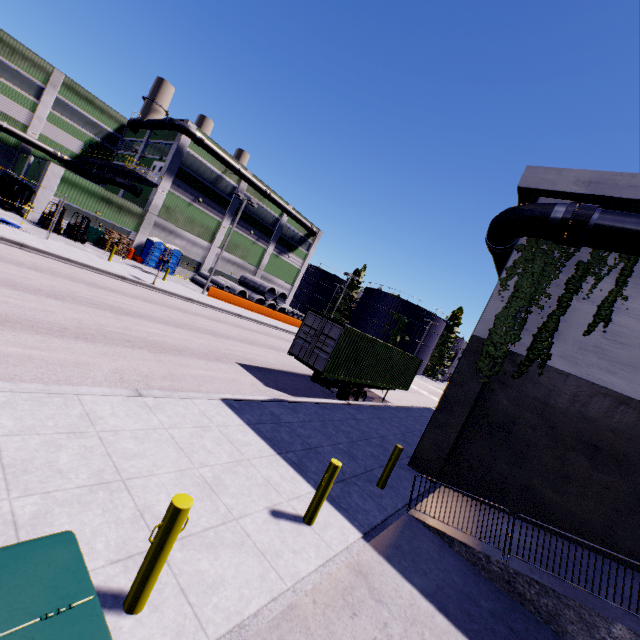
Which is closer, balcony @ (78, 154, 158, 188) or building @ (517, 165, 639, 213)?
building @ (517, 165, 639, 213)

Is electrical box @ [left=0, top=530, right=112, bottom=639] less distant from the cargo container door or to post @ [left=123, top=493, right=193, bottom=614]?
post @ [left=123, top=493, right=193, bottom=614]

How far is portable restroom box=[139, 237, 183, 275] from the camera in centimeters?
3241cm

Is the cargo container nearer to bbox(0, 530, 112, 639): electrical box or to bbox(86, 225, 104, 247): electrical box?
bbox(0, 530, 112, 639): electrical box

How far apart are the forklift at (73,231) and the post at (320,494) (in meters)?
27.17

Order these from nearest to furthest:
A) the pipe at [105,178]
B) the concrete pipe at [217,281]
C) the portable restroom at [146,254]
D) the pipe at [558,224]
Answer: the pipe at [558,224] → the portable restroom at [146,254] → the pipe at [105,178] → the concrete pipe at [217,281]

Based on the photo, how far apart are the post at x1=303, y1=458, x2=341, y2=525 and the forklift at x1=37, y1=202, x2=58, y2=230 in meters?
27.2 m

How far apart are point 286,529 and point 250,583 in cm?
126
